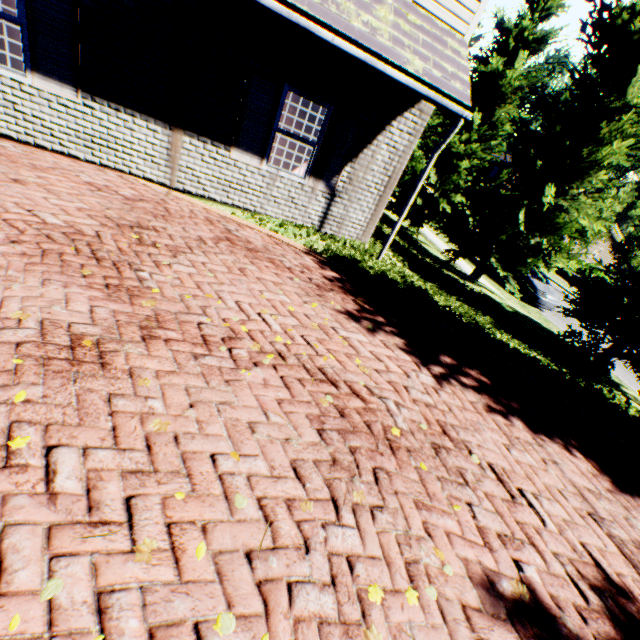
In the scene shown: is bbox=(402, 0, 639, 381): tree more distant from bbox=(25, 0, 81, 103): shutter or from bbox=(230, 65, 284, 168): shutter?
bbox=(25, 0, 81, 103): shutter

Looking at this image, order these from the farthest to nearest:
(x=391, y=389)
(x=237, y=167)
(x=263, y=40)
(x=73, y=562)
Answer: (x=237, y=167) < (x=263, y=40) < (x=391, y=389) < (x=73, y=562)

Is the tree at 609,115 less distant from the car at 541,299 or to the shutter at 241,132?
the car at 541,299

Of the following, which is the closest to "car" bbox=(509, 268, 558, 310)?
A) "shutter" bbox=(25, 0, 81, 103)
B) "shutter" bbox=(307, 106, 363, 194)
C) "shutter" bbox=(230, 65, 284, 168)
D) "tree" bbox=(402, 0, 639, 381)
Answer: "tree" bbox=(402, 0, 639, 381)

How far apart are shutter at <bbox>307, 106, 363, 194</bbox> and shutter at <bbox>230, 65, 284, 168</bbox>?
0.9m

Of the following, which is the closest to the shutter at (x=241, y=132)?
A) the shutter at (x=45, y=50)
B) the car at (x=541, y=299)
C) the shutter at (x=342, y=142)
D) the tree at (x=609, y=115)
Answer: the shutter at (x=342, y=142)

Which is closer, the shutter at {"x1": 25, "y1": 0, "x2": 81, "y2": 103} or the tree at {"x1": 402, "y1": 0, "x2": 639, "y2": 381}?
the shutter at {"x1": 25, "y1": 0, "x2": 81, "y2": 103}
